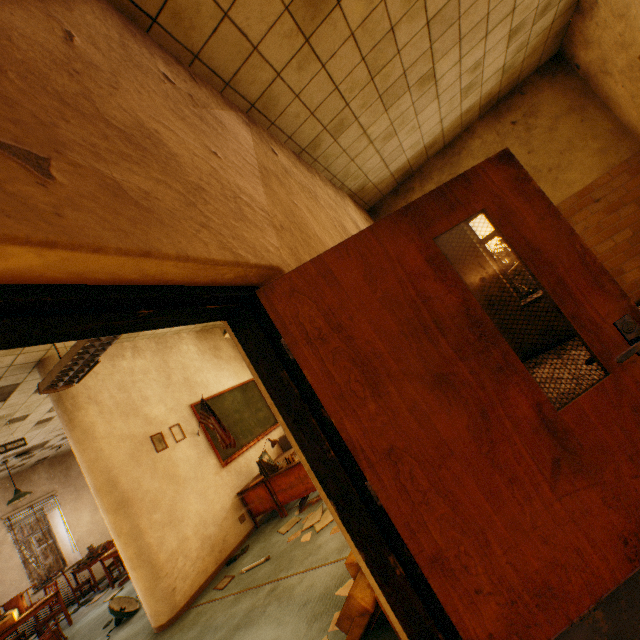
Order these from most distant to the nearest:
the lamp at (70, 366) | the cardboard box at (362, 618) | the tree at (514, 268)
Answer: the tree at (514, 268) < the lamp at (70, 366) < the cardboard box at (362, 618)

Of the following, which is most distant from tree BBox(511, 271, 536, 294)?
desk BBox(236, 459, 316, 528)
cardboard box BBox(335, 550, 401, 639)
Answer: cardboard box BBox(335, 550, 401, 639)

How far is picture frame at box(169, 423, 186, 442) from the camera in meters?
5.4 m

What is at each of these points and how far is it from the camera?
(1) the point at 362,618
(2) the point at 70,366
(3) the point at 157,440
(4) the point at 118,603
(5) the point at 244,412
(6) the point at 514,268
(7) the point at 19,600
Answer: (1) cardboard box, 2.0m
(2) lamp, 2.7m
(3) picture frame, 5.2m
(4) lamp, 5.4m
(5) blackboard, 7.0m
(6) tree, 25.0m
(7) chair, 6.7m

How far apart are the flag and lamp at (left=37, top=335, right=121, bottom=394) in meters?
2.7 m

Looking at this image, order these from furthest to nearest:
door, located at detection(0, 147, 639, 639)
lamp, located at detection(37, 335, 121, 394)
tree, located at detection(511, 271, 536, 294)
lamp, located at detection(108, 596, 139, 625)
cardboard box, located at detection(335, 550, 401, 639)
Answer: tree, located at detection(511, 271, 536, 294), lamp, located at detection(108, 596, 139, 625), lamp, located at detection(37, 335, 121, 394), cardboard box, located at detection(335, 550, 401, 639), door, located at detection(0, 147, 639, 639)

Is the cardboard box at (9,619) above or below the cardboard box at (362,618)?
above

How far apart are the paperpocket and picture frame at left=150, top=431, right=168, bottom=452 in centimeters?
147cm
